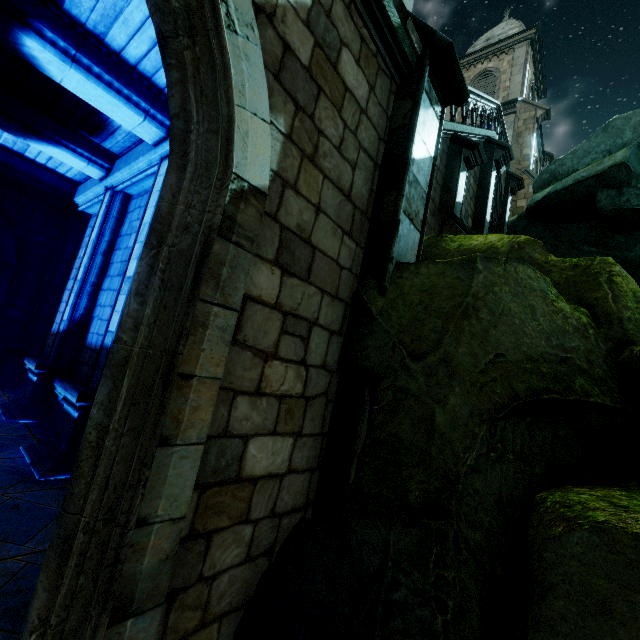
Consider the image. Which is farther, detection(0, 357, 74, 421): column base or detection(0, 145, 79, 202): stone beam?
detection(0, 145, 79, 202): stone beam

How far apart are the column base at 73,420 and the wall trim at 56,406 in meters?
0.0

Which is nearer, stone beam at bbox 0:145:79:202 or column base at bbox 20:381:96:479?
column base at bbox 20:381:96:479

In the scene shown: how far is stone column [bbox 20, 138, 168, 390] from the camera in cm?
575

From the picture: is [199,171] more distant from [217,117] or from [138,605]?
[138,605]

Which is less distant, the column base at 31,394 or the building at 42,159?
the column base at 31,394

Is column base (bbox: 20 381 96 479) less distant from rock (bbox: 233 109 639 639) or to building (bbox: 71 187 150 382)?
building (bbox: 71 187 150 382)

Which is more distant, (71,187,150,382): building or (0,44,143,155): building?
(71,187,150,382): building
